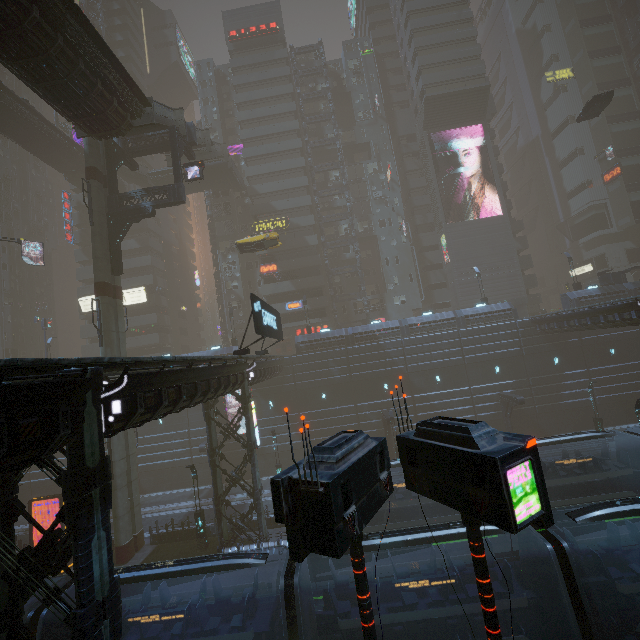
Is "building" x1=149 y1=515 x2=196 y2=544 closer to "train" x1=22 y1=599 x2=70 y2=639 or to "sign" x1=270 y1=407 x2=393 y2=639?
"train" x1=22 y1=599 x2=70 y2=639

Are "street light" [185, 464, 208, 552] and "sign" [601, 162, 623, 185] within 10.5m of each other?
no

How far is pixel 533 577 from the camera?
10.9m

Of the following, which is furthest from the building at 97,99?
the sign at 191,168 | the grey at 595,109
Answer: the sign at 191,168

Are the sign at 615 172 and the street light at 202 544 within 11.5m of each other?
no

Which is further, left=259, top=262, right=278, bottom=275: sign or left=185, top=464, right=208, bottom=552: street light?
left=259, top=262, right=278, bottom=275: sign

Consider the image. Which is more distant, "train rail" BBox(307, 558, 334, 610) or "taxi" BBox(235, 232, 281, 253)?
"taxi" BBox(235, 232, 281, 253)

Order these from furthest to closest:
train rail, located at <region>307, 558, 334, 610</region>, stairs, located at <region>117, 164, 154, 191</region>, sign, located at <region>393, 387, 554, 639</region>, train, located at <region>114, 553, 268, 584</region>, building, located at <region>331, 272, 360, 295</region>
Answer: building, located at <region>331, 272, 360, 295</region> < stairs, located at <region>117, 164, 154, 191</region> < train rail, located at <region>307, 558, 334, 610</region> < train, located at <region>114, 553, 268, 584</region> < sign, located at <region>393, 387, 554, 639</region>
